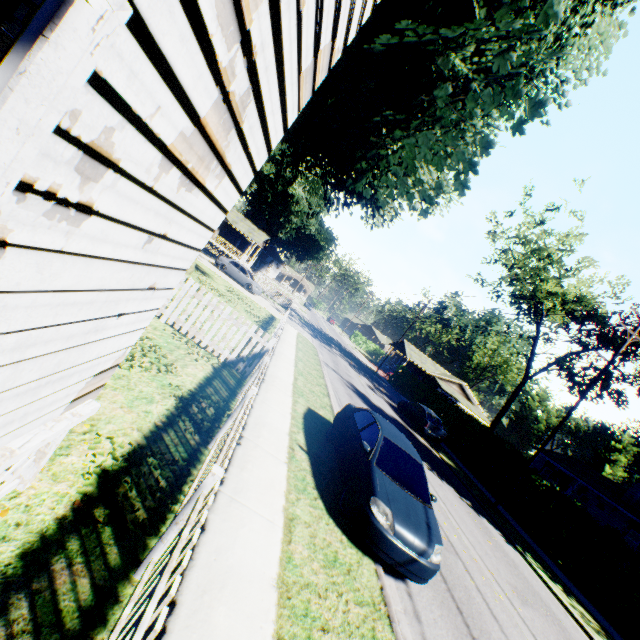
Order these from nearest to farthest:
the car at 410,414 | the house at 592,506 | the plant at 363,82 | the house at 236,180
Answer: the house at 236,180 → the plant at 363,82 → the car at 410,414 → the house at 592,506

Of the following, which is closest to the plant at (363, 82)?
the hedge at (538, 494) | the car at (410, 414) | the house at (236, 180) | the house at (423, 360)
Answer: the hedge at (538, 494)

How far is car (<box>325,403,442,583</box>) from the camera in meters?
5.5 m

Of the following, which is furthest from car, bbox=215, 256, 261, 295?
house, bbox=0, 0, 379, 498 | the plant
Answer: house, bbox=0, 0, 379, 498

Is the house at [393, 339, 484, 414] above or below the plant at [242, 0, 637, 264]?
below

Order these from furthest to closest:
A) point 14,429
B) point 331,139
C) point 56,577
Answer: point 331,139 → point 56,577 → point 14,429

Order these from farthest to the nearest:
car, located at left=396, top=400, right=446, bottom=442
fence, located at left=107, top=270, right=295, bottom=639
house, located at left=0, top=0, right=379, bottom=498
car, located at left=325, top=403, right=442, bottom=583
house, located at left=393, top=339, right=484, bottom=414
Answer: house, located at left=393, top=339, right=484, bottom=414 < car, located at left=396, top=400, right=446, bottom=442 < car, located at left=325, top=403, right=442, bottom=583 < fence, located at left=107, top=270, right=295, bottom=639 < house, located at left=0, top=0, right=379, bottom=498

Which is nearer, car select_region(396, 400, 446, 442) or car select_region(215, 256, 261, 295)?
car select_region(396, 400, 446, 442)
